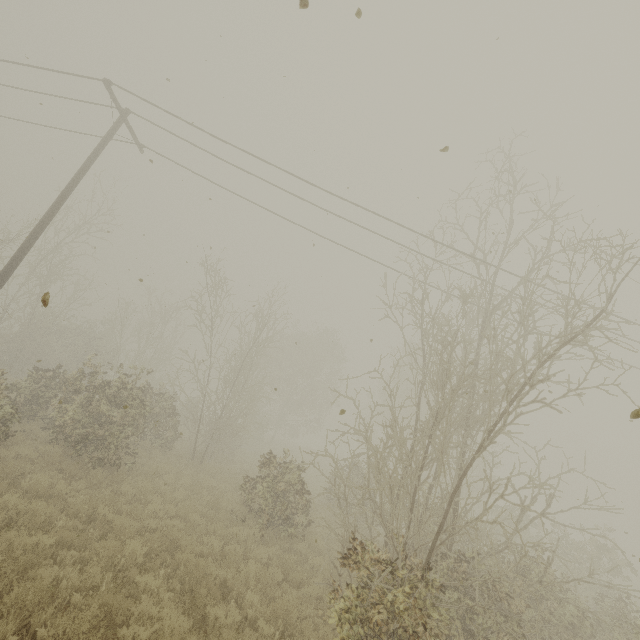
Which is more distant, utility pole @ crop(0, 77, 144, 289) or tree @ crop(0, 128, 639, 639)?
utility pole @ crop(0, 77, 144, 289)

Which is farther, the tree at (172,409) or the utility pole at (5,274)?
the utility pole at (5,274)

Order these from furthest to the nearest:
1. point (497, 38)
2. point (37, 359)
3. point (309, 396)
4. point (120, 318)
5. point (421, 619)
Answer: point (309, 396) < point (120, 318) < point (37, 359) < point (497, 38) < point (421, 619)
